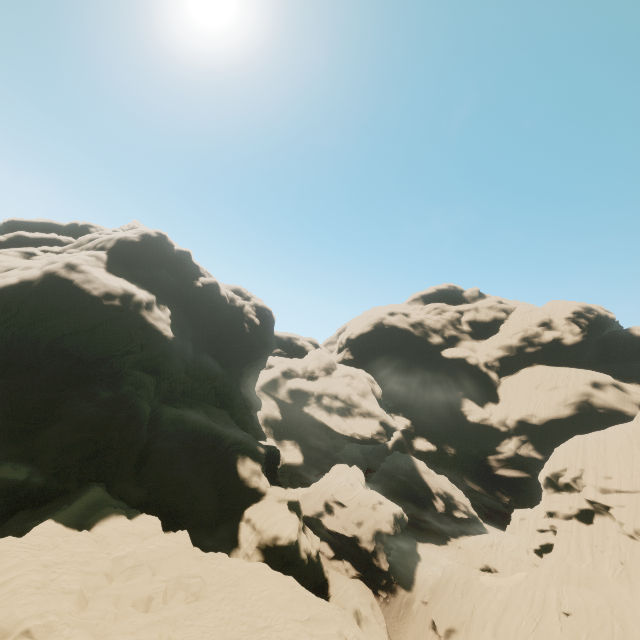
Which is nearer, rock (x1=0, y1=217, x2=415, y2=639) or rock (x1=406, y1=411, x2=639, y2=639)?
rock (x1=0, y1=217, x2=415, y2=639)

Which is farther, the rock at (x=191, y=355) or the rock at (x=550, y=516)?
the rock at (x=550, y=516)

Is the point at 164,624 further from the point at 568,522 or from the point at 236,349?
the point at 568,522
